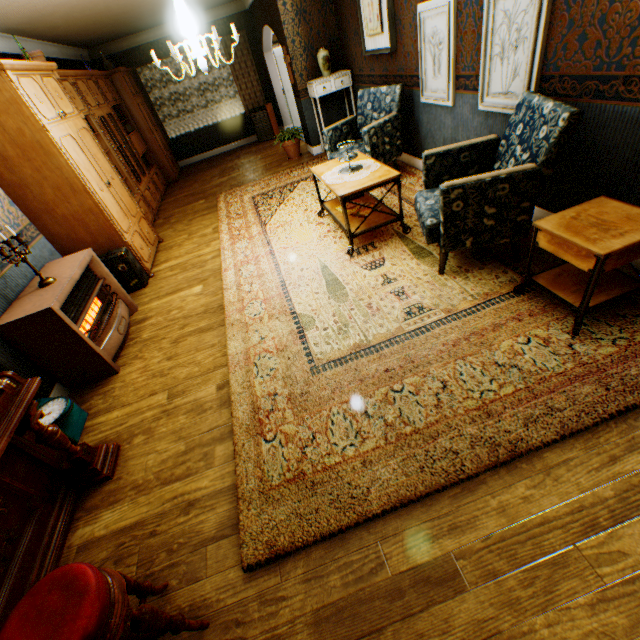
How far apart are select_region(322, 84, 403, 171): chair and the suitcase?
3.25m

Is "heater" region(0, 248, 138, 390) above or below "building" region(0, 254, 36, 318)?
below

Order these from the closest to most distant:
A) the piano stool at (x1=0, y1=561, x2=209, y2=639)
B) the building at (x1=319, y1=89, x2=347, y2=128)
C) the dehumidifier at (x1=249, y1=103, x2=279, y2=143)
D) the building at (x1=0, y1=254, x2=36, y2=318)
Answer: the piano stool at (x1=0, y1=561, x2=209, y2=639), the building at (x1=0, y1=254, x2=36, y2=318), the building at (x1=319, y1=89, x2=347, y2=128), the dehumidifier at (x1=249, y1=103, x2=279, y2=143)

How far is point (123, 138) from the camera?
6.7m

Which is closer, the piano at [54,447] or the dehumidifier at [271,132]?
the piano at [54,447]

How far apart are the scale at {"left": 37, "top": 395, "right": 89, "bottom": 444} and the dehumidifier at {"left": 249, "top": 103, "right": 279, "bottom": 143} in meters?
9.5

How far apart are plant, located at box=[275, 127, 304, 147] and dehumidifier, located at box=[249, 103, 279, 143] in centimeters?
246cm

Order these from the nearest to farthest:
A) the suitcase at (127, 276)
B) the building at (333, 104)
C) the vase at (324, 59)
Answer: the suitcase at (127, 276) < the vase at (324, 59) < the building at (333, 104)
